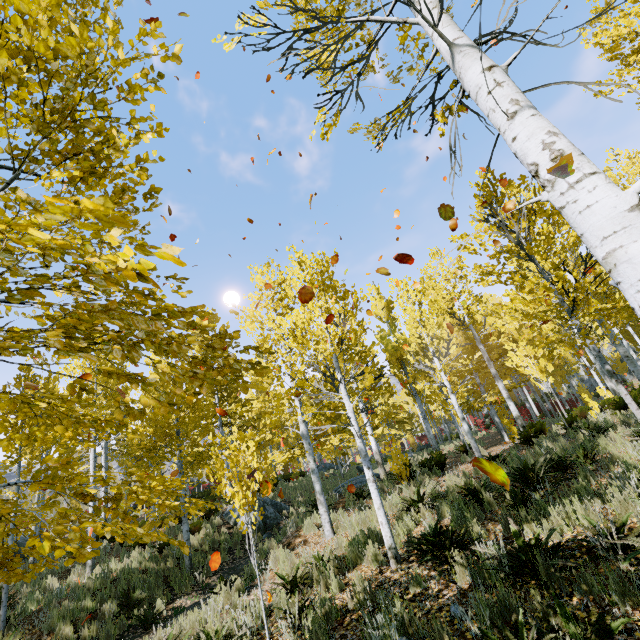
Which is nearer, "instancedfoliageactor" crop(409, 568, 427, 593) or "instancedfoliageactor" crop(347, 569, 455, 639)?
"instancedfoliageactor" crop(347, 569, 455, 639)

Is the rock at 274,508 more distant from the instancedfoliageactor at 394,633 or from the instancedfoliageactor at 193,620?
the instancedfoliageactor at 394,633

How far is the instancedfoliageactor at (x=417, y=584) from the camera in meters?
4.6 m

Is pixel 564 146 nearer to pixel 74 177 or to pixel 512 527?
pixel 74 177

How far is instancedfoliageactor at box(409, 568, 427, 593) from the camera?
4.6m

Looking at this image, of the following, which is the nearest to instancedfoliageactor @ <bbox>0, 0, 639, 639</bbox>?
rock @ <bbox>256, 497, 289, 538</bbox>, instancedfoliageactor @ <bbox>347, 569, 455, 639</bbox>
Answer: rock @ <bbox>256, 497, 289, 538</bbox>

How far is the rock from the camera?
12.71m
